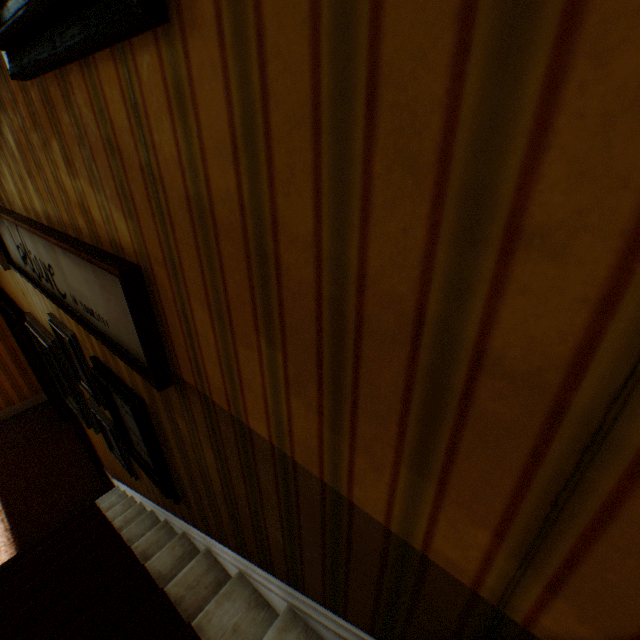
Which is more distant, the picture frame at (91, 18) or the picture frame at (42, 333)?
the picture frame at (42, 333)

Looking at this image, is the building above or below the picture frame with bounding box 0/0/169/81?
below

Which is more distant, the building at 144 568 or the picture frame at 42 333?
the picture frame at 42 333

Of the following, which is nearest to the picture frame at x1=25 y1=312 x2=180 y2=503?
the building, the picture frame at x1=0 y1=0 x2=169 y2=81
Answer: the building

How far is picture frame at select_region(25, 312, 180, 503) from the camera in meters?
1.5

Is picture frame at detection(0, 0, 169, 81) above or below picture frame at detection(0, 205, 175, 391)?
above

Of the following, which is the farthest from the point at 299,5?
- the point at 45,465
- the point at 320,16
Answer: the point at 45,465
